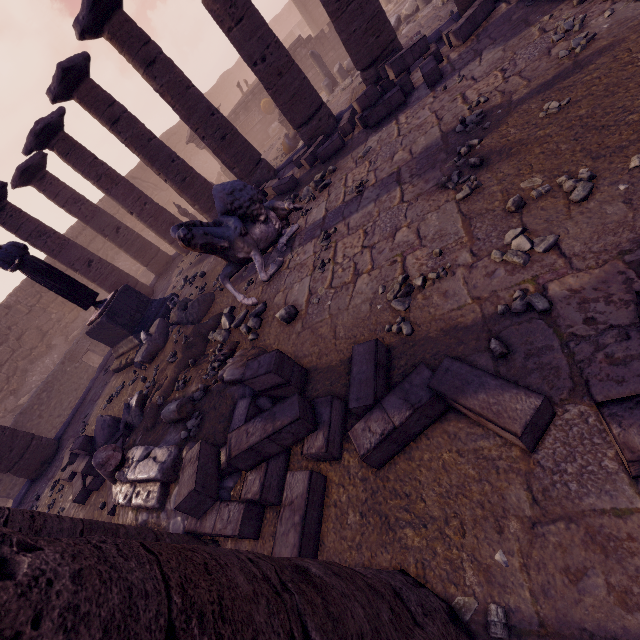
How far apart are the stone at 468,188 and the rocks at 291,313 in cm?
252

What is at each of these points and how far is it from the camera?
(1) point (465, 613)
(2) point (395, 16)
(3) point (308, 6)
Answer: (1) stone, 1.8m
(2) building debris, 13.2m
(3) building, 22.7m

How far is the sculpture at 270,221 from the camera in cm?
517

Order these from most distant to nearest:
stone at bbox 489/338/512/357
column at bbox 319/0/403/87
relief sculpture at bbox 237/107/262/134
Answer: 1. relief sculpture at bbox 237/107/262/134
2. column at bbox 319/0/403/87
3. stone at bbox 489/338/512/357

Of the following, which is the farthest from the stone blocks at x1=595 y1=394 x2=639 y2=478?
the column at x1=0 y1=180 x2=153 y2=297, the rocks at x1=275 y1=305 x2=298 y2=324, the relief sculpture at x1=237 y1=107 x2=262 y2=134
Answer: the relief sculpture at x1=237 y1=107 x2=262 y2=134

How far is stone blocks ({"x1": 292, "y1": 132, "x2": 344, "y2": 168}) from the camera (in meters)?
7.55

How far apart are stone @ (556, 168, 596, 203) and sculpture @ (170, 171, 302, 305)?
3.97m

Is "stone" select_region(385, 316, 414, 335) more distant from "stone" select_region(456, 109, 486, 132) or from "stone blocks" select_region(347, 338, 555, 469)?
"stone" select_region(456, 109, 486, 132)
